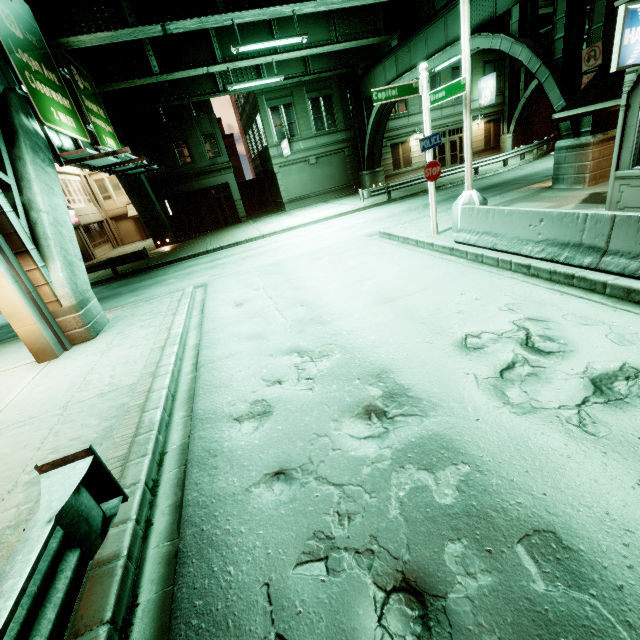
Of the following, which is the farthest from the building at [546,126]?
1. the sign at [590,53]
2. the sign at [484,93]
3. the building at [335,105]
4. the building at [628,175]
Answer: A: the sign at [590,53]

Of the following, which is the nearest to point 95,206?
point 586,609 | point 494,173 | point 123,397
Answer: point 123,397

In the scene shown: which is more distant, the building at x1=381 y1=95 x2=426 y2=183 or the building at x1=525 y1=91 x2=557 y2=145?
the building at x1=525 y1=91 x2=557 y2=145

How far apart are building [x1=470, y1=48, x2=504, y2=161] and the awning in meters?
22.7 m

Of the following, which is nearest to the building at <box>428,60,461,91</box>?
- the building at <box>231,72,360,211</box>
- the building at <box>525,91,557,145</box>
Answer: the building at <box>231,72,360,211</box>

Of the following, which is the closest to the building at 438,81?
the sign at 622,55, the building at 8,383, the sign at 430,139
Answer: the sign at 430,139

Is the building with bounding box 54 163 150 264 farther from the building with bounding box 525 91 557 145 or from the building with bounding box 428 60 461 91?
the building with bounding box 525 91 557 145

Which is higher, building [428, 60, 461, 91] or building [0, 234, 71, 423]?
building [428, 60, 461, 91]
